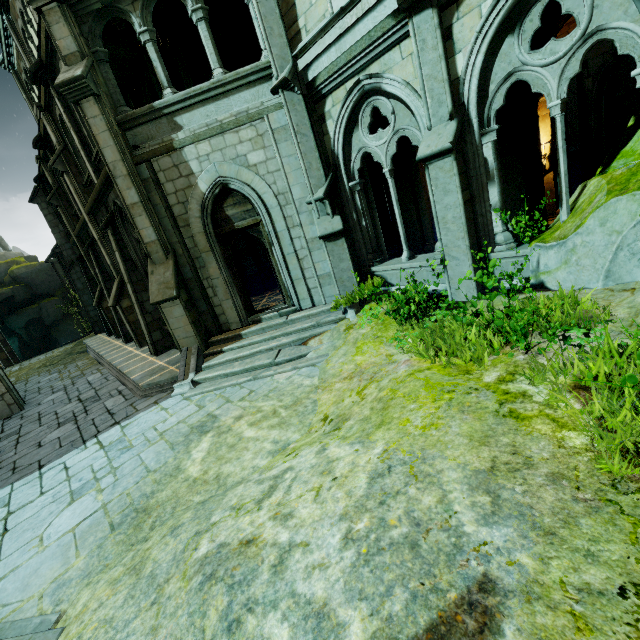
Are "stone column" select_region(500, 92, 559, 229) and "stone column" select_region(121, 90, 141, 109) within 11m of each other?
no

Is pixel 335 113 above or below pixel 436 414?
above

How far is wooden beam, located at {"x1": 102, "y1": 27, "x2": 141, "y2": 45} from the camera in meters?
9.8

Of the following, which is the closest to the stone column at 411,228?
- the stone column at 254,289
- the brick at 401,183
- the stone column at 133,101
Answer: the brick at 401,183

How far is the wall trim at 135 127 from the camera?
7.7m

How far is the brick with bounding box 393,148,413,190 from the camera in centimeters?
972cm

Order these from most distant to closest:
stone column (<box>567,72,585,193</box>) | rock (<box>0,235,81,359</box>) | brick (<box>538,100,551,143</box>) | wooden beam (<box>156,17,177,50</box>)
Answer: rock (<box>0,235,81,359</box>), stone column (<box>567,72,585,193</box>), wooden beam (<box>156,17,177,50</box>), brick (<box>538,100,551,143</box>)

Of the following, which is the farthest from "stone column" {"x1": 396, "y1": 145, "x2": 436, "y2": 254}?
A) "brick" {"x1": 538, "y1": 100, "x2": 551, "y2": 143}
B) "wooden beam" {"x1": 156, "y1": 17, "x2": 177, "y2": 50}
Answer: Result: "wooden beam" {"x1": 156, "y1": 17, "x2": 177, "y2": 50}
